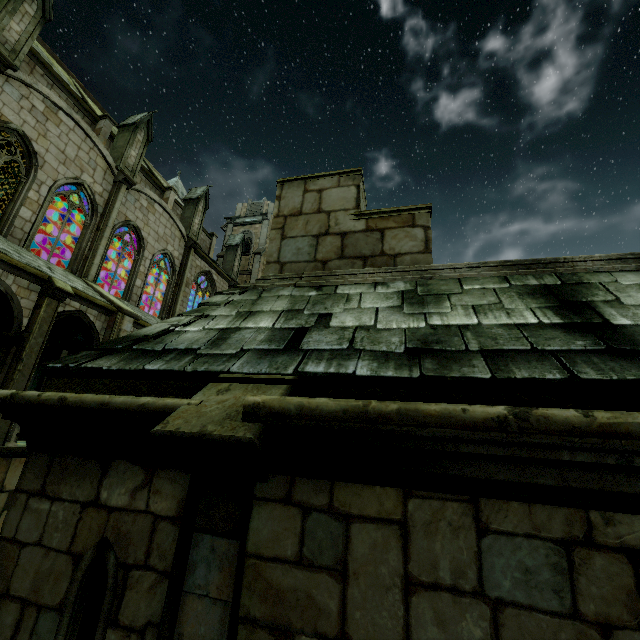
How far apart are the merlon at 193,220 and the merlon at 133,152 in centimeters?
462cm

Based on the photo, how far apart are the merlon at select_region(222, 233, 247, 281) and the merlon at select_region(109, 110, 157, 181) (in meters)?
10.63

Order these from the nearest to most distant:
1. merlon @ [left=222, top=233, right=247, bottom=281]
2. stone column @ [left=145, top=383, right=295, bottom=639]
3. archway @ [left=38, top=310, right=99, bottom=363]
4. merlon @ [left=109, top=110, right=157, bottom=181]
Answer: stone column @ [left=145, top=383, right=295, bottom=639]
archway @ [left=38, top=310, right=99, bottom=363]
merlon @ [left=109, top=110, right=157, bottom=181]
merlon @ [left=222, top=233, right=247, bottom=281]

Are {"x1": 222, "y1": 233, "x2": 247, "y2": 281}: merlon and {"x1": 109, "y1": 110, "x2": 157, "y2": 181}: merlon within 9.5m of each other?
no

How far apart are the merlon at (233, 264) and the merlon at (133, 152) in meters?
10.6 m

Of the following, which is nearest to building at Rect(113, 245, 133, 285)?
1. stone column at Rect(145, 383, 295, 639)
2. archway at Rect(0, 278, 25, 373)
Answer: archway at Rect(0, 278, 25, 373)

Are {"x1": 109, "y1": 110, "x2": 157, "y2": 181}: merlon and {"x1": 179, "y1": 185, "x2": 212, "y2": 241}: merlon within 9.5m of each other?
yes

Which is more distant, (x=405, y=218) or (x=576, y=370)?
(x=405, y=218)
